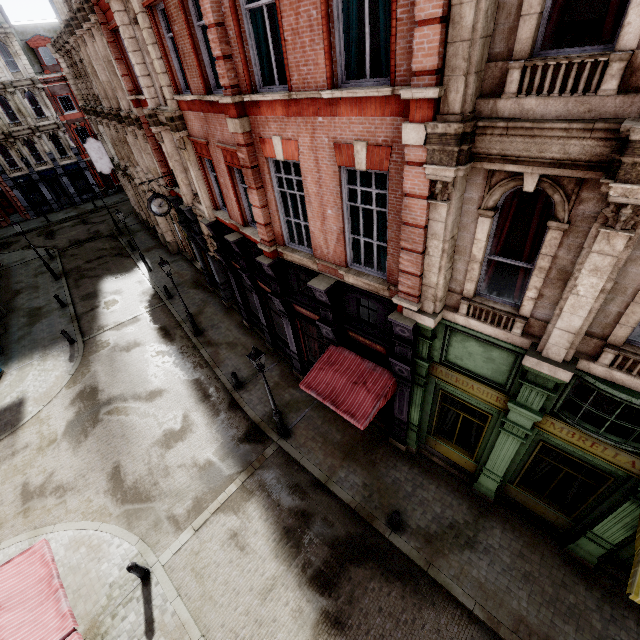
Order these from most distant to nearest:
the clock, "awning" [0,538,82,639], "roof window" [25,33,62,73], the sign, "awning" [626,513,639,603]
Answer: "roof window" [25,33,62,73] < the sign < the clock < "awning" [0,538,82,639] < "awning" [626,513,639,603]

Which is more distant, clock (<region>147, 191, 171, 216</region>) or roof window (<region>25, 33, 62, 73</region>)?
roof window (<region>25, 33, 62, 73</region>)

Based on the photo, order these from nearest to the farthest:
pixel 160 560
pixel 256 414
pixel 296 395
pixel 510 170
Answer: pixel 510 170, pixel 160 560, pixel 256 414, pixel 296 395

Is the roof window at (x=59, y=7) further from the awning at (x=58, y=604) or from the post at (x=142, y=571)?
the post at (x=142, y=571)

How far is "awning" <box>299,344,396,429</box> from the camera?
9.2 meters

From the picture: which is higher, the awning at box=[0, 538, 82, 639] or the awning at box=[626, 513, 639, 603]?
the awning at box=[626, 513, 639, 603]

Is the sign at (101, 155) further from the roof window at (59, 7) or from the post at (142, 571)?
the post at (142, 571)

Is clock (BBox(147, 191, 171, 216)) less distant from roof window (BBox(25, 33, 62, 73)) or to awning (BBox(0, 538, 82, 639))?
awning (BBox(0, 538, 82, 639))
